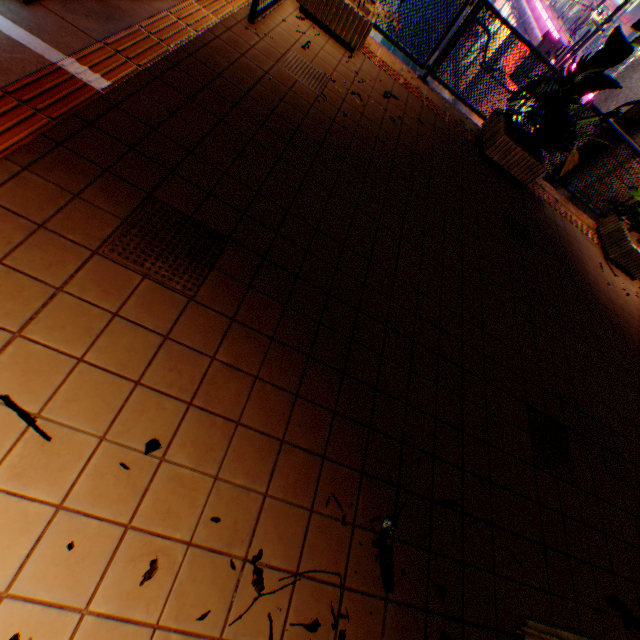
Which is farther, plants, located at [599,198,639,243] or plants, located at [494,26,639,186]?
plants, located at [599,198,639,243]

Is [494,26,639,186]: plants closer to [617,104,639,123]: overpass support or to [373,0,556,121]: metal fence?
[373,0,556,121]: metal fence

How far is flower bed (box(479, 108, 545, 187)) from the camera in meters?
5.2

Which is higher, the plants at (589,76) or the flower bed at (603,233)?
the plants at (589,76)

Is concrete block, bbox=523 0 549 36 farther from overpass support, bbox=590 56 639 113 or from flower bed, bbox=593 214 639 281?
flower bed, bbox=593 214 639 281

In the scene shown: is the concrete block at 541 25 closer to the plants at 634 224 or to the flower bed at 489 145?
the plants at 634 224

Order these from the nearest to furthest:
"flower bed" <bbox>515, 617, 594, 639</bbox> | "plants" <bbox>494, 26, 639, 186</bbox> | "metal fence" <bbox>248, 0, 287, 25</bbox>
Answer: "flower bed" <bbox>515, 617, 594, 639</bbox>
"metal fence" <bbox>248, 0, 287, 25</bbox>
"plants" <bbox>494, 26, 639, 186</bbox>

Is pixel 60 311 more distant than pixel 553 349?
No
